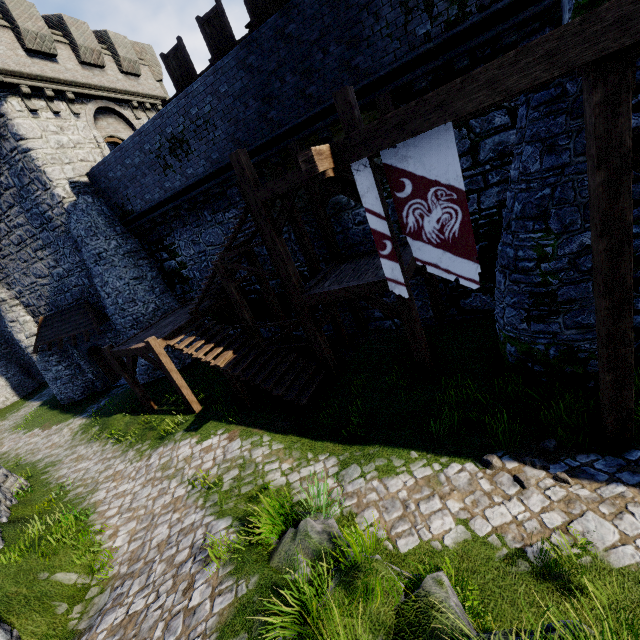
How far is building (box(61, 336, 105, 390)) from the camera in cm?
1892

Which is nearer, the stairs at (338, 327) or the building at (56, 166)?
the stairs at (338, 327)

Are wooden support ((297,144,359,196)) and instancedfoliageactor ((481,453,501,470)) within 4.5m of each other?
no

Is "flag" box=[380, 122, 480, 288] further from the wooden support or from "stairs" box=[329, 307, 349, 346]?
"stairs" box=[329, 307, 349, 346]

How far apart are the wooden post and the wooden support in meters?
3.2

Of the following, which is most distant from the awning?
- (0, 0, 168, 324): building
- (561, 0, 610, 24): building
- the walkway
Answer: (561, 0, 610, 24): building

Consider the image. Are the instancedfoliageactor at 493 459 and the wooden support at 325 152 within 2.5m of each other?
no

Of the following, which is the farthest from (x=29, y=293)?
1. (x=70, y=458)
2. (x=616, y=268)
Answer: (x=616, y=268)
